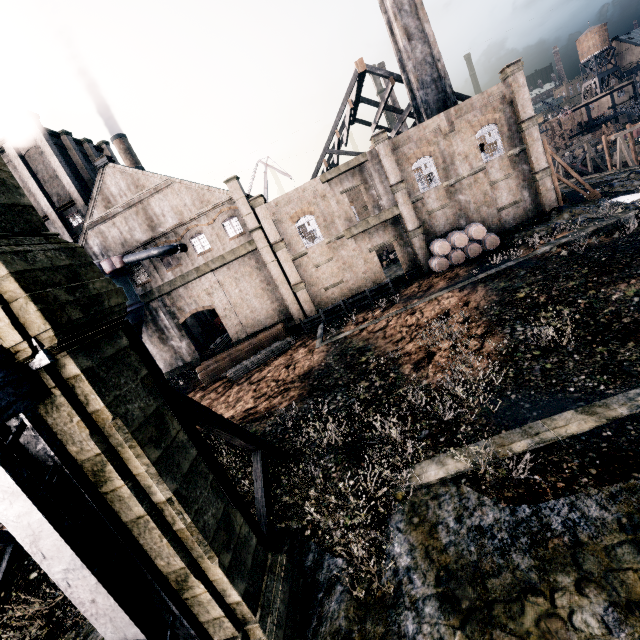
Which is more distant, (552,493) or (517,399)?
(517,399)

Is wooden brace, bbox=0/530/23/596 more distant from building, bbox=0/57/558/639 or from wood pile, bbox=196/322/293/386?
building, bbox=0/57/558/639

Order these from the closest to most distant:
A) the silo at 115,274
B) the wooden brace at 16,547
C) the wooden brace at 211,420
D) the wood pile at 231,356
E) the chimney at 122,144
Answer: the wooden brace at 211,420 → the wooden brace at 16,547 → the wood pile at 231,356 → the silo at 115,274 → the chimney at 122,144

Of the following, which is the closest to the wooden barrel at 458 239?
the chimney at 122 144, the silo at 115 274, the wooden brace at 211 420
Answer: the wooden brace at 211 420

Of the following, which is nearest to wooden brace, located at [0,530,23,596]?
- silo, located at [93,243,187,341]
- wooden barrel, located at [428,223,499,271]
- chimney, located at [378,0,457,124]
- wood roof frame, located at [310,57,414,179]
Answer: silo, located at [93,243,187,341]

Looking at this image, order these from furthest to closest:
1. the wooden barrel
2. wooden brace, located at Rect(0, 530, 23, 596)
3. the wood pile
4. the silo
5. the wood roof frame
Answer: the wood roof frame < the silo < the wooden barrel < the wood pile < wooden brace, located at Rect(0, 530, 23, 596)

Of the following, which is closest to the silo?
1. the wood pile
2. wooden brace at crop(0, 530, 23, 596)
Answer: the wood pile

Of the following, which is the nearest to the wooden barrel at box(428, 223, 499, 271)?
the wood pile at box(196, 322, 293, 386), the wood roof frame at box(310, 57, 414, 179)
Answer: the wood roof frame at box(310, 57, 414, 179)
